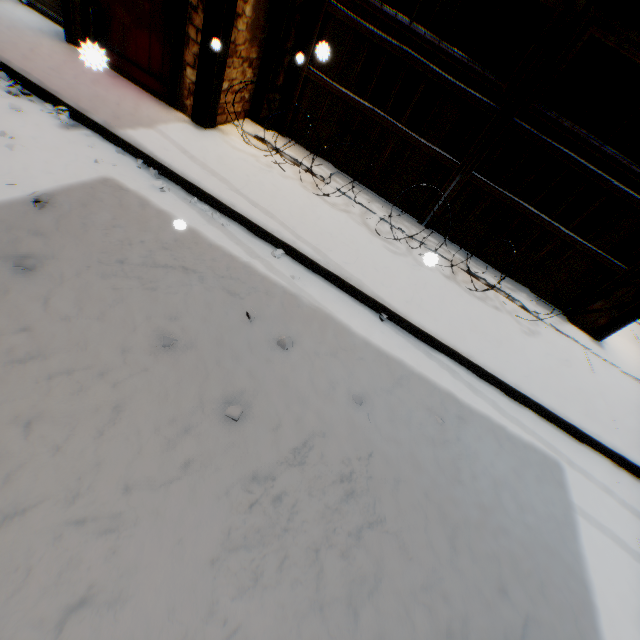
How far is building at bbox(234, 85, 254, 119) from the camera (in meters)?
4.91

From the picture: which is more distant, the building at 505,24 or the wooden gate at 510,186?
the building at 505,24

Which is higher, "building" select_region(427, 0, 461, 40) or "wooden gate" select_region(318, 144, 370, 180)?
"building" select_region(427, 0, 461, 40)

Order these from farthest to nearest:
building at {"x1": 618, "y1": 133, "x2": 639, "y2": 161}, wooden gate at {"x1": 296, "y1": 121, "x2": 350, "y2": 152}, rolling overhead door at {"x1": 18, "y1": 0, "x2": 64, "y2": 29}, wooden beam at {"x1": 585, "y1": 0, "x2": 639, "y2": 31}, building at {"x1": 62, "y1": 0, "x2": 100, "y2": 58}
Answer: building at {"x1": 618, "y1": 133, "x2": 639, "y2": 161}, wooden gate at {"x1": 296, "y1": 121, "x2": 350, "y2": 152}, rolling overhead door at {"x1": 18, "y1": 0, "x2": 64, "y2": 29}, wooden beam at {"x1": 585, "y1": 0, "x2": 639, "y2": 31}, building at {"x1": 62, "y1": 0, "x2": 100, "y2": 58}

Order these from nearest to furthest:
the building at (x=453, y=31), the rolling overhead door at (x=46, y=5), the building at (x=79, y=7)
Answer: the building at (x=79, y=7)
the rolling overhead door at (x=46, y=5)
the building at (x=453, y=31)

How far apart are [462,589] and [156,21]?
6.73m

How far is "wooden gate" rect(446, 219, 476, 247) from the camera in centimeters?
537cm
